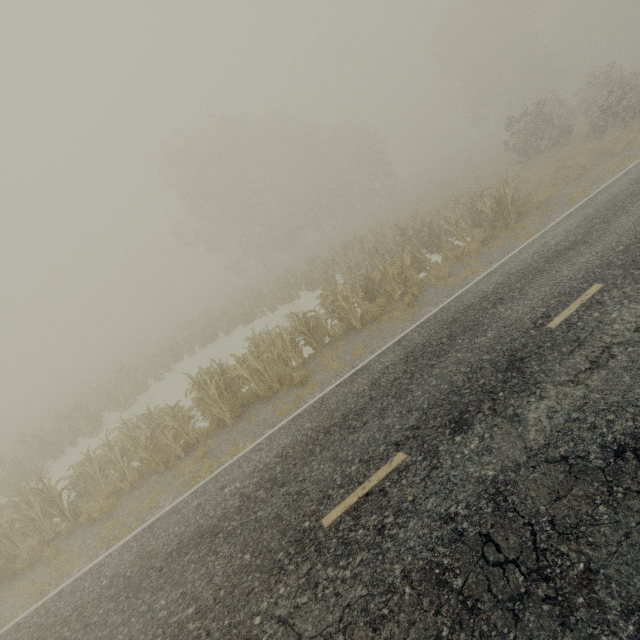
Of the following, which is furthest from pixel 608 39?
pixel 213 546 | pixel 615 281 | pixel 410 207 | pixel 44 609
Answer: pixel 44 609
